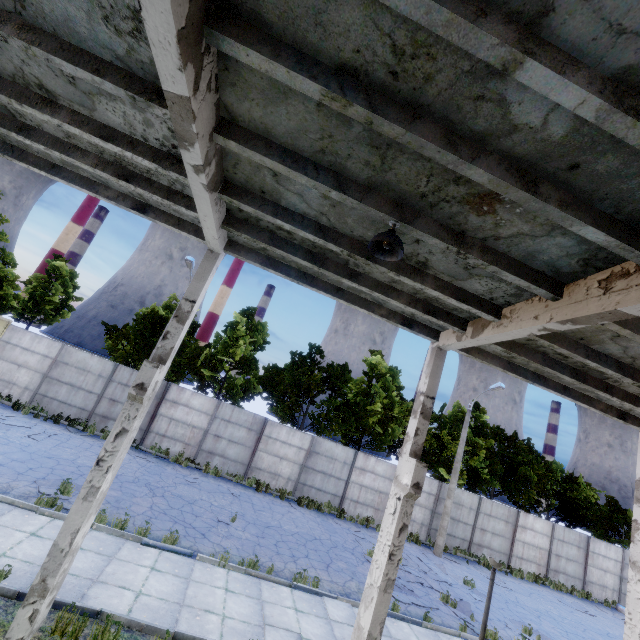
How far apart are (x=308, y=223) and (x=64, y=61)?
3.8m

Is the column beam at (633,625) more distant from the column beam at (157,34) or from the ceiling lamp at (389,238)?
the column beam at (157,34)

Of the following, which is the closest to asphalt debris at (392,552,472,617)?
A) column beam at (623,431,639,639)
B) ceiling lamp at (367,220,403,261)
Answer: column beam at (623,431,639,639)

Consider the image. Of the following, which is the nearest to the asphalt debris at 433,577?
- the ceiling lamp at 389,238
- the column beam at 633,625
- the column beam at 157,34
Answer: the column beam at 633,625

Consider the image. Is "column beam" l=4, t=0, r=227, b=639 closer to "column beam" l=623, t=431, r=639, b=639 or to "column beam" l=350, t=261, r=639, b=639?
"column beam" l=350, t=261, r=639, b=639

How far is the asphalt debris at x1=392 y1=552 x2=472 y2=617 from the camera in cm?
1182

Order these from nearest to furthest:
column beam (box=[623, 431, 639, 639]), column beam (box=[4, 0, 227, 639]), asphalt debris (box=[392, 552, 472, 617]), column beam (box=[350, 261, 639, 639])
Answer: column beam (box=[4, 0, 227, 639]) → column beam (box=[350, 261, 639, 639]) → column beam (box=[623, 431, 639, 639]) → asphalt debris (box=[392, 552, 472, 617])

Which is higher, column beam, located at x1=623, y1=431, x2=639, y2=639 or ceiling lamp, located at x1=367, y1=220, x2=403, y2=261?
ceiling lamp, located at x1=367, y1=220, x2=403, y2=261
